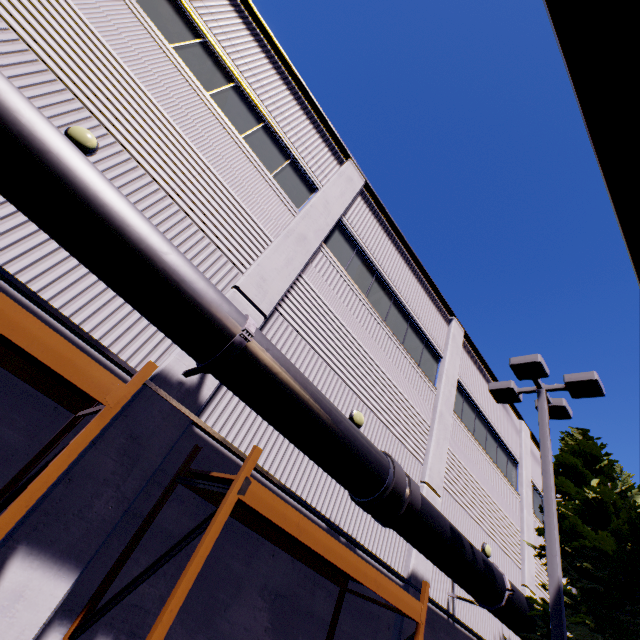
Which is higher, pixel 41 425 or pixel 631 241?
pixel 631 241

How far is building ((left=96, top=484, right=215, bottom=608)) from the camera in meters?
4.4 m

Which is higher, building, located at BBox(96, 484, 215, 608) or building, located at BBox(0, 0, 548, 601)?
building, located at BBox(0, 0, 548, 601)

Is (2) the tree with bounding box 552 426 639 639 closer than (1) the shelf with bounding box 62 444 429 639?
No

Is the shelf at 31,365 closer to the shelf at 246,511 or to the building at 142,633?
the building at 142,633

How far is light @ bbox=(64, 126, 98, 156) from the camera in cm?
520

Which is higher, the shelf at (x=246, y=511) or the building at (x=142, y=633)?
the shelf at (x=246, y=511)

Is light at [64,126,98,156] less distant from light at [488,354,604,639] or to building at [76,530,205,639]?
building at [76,530,205,639]
